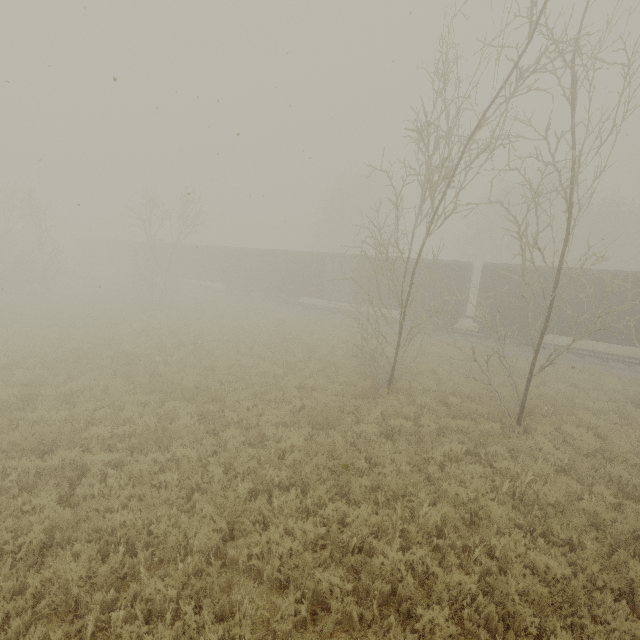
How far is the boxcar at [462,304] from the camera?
20.86m

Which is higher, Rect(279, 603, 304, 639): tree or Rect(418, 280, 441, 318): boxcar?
Rect(418, 280, 441, 318): boxcar

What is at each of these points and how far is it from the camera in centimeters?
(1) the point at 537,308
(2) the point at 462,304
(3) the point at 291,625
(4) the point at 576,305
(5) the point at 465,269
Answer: (1) boxcar, 1889cm
(2) boxcar, 2195cm
(3) tree, 432cm
(4) boxcar, 1791cm
(5) boxcar, 2073cm

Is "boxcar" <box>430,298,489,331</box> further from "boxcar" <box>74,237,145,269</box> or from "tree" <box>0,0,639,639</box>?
"tree" <box>0,0,639,639</box>

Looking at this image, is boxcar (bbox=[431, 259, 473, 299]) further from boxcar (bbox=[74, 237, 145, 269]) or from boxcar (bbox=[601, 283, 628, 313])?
boxcar (bbox=[74, 237, 145, 269])

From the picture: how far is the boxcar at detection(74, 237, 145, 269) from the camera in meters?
42.1 m

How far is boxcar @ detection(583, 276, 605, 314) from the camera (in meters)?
17.17

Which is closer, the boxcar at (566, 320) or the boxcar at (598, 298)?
the boxcar at (598, 298)
